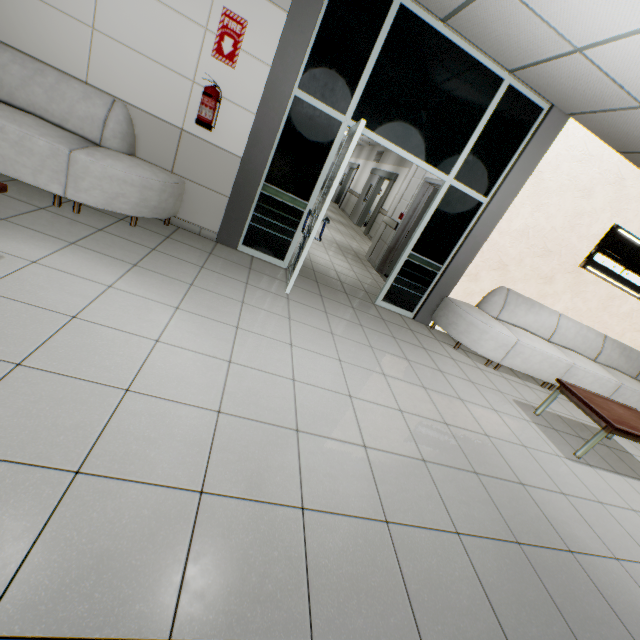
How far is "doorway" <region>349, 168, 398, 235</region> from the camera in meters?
11.6

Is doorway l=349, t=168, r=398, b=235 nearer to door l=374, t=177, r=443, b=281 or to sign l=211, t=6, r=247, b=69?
door l=374, t=177, r=443, b=281

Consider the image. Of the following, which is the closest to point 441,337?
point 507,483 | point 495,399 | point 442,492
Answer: point 495,399

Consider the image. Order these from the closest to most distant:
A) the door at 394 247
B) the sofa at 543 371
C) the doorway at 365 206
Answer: the sofa at 543 371 < the door at 394 247 < the doorway at 365 206

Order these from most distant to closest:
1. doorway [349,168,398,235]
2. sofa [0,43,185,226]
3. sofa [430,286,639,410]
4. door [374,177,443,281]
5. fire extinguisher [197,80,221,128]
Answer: doorway [349,168,398,235], door [374,177,443,281], sofa [430,286,639,410], fire extinguisher [197,80,221,128], sofa [0,43,185,226]

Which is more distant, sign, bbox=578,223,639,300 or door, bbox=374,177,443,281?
door, bbox=374,177,443,281

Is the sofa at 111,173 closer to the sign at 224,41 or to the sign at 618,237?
the sign at 224,41

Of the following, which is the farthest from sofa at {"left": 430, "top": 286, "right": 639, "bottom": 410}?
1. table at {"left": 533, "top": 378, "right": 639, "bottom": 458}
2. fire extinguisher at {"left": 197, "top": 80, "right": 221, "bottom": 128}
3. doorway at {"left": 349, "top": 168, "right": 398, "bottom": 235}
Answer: doorway at {"left": 349, "top": 168, "right": 398, "bottom": 235}
